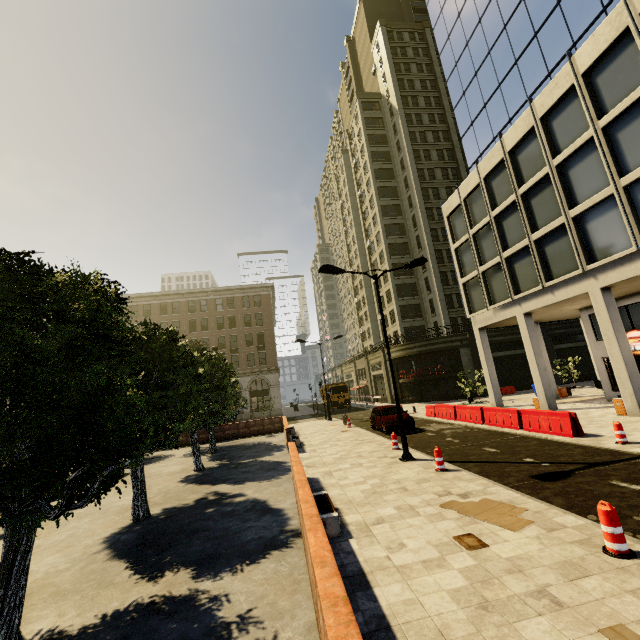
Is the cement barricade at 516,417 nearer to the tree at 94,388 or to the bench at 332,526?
the bench at 332,526

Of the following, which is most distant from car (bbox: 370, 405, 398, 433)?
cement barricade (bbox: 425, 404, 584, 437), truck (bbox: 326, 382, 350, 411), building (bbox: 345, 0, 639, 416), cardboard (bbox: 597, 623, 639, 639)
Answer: truck (bbox: 326, 382, 350, 411)

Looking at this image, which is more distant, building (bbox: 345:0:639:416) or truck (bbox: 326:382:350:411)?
truck (bbox: 326:382:350:411)

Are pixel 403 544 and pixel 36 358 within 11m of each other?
yes

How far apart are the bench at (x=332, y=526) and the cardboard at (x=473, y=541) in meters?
2.2

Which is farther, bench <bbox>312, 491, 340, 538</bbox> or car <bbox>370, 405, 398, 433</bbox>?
car <bbox>370, 405, 398, 433</bbox>

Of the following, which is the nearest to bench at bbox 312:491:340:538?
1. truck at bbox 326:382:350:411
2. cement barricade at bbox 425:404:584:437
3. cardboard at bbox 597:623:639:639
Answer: cardboard at bbox 597:623:639:639

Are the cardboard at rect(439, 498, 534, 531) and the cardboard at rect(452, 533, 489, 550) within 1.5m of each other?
yes
